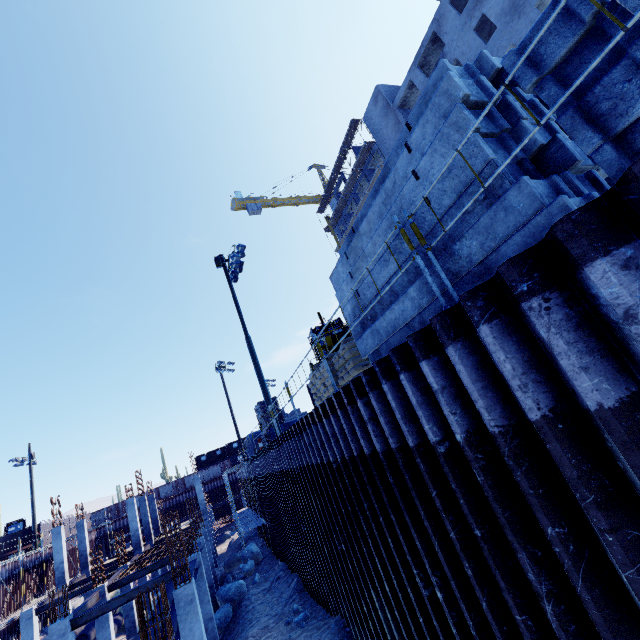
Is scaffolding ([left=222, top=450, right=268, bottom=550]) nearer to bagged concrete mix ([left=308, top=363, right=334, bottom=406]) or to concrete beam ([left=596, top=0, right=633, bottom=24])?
bagged concrete mix ([left=308, top=363, right=334, bottom=406])

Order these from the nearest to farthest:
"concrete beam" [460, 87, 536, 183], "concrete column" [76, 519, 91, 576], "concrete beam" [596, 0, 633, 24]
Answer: "concrete beam" [596, 0, 633, 24]
"concrete beam" [460, 87, 536, 183]
"concrete column" [76, 519, 91, 576]

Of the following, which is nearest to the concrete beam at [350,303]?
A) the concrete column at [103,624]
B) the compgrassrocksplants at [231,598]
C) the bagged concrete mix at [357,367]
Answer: the bagged concrete mix at [357,367]

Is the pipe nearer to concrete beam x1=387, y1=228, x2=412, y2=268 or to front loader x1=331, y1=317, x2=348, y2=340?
front loader x1=331, y1=317, x2=348, y2=340

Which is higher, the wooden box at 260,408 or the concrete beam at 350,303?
the wooden box at 260,408

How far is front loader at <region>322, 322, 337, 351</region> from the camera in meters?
12.8 m

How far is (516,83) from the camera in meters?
4.0 m

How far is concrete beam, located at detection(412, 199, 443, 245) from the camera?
4.0 meters
